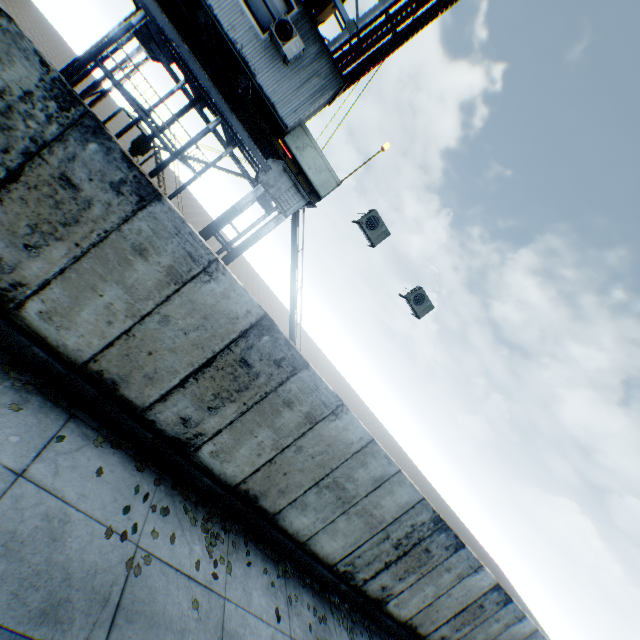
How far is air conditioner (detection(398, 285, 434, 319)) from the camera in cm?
964

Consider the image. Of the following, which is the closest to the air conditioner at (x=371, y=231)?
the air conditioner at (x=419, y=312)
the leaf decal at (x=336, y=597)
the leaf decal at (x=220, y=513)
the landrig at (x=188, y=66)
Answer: the landrig at (x=188, y=66)

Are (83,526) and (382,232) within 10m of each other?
yes

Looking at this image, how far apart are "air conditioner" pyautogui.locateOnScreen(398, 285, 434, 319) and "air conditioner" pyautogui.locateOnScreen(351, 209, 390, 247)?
1.83m

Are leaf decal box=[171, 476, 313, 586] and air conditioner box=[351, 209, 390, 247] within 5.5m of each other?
no

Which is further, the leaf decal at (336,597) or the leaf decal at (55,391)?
the leaf decal at (336,597)

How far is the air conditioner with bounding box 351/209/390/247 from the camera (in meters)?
8.62

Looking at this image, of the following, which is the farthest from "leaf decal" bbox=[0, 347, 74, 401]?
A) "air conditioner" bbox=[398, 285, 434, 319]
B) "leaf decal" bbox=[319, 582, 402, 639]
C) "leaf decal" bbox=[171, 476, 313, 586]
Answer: "air conditioner" bbox=[398, 285, 434, 319]
